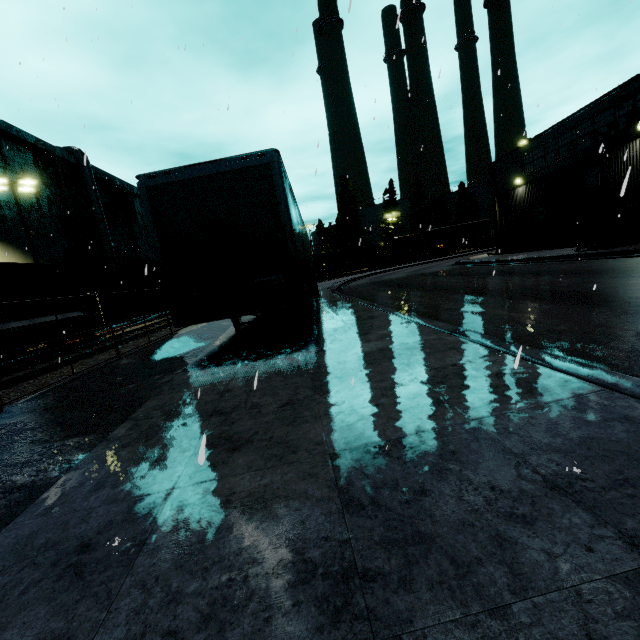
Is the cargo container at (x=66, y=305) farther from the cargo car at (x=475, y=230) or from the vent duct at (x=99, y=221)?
the cargo car at (x=475, y=230)

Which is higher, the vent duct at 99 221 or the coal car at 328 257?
the vent duct at 99 221

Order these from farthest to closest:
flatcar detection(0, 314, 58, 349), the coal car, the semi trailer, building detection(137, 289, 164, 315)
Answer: the coal car < building detection(137, 289, 164, 315) < flatcar detection(0, 314, 58, 349) < the semi trailer

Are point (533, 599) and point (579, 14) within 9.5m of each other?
no

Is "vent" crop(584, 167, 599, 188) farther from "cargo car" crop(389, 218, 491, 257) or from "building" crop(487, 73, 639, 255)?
"cargo car" crop(389, 218, 491, 257)

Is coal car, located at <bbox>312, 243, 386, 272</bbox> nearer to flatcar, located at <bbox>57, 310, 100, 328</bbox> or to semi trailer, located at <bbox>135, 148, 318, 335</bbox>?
semi trailer, located at <bbox>135, 148, 318, 335</bbox>

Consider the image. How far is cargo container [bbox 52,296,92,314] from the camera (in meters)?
15.16

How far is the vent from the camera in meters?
18.5 m
